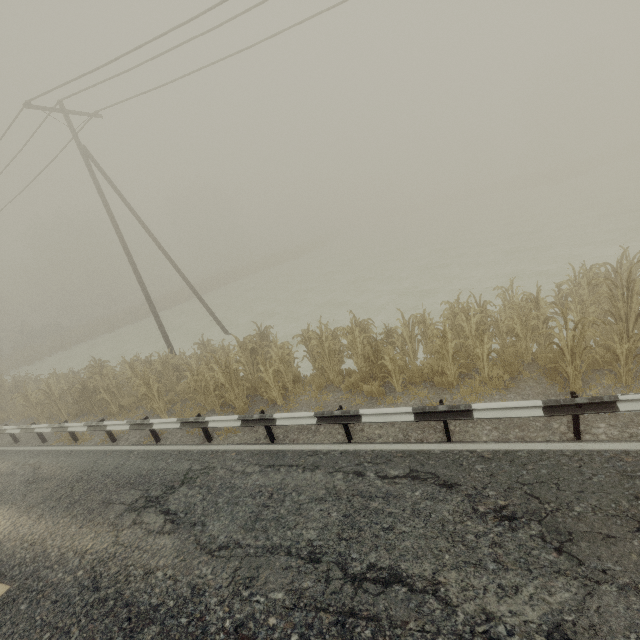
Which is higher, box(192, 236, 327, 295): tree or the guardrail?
box(192, 236, 327, 295): tree

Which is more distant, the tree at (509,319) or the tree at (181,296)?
the tree at (181,296)

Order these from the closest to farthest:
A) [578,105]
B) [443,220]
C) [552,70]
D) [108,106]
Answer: [108,106] → [443,220] → [578,105] → [552,70]

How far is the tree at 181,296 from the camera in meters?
40.0

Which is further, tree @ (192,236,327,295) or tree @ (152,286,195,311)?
tree @ (192,236,327,295)

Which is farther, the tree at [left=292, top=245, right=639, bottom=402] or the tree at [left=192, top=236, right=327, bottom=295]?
the tree at [left=192, top=236, right=327, bottom=295]

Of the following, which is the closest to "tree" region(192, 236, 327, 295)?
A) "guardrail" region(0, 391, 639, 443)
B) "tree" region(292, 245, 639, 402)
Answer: "guardrail" region(0, 391, 639, 443)

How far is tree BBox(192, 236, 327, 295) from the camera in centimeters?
4516cm
